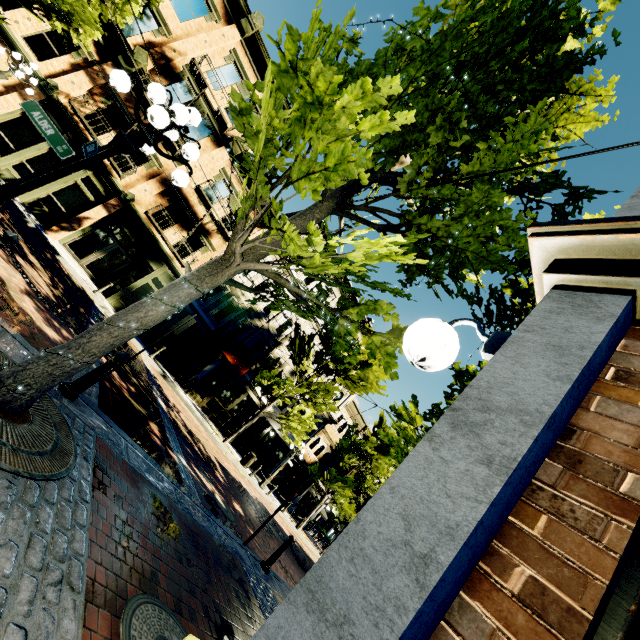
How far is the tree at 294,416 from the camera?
18.11m

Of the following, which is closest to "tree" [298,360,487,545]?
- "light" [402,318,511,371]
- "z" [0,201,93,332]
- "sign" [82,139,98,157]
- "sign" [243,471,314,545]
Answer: "z" [0,201,93,332]

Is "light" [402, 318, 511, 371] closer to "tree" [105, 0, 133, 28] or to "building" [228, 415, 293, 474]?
"tree" [105, 0, 133, 28]

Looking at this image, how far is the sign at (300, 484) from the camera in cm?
710

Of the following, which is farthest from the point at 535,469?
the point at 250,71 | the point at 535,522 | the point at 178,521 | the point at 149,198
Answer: the point at 250,71

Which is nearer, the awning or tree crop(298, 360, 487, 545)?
tree crop(298, 360, 487, 545)

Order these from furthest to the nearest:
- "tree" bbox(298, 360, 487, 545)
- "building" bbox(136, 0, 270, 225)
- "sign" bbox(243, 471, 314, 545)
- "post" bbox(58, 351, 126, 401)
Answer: "building" bbox(136, 0, 270, 225) < "tree" bbox(298, 360, 487, 545) < "sign" bbox(243, 471, 314, 545) < "post" bbox(58, 351, 126, 401)

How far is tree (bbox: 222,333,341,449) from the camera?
18.1m
